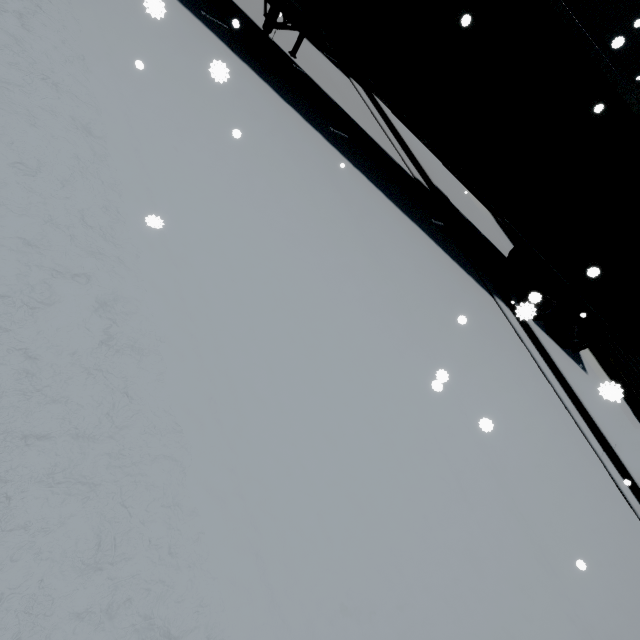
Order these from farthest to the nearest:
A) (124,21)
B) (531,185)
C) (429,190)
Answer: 1. (429,190)
2. (531,185)
3. (124,21)

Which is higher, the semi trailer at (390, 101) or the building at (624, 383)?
the semi trailer at (390, 101)

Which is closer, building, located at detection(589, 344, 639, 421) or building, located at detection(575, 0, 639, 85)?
building, located at detection(575, 0, 639, 85)

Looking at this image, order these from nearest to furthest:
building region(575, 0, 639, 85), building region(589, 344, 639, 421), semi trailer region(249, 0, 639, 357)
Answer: semi trailer region(249, 0, 639, 357)
building region(575, 0, 639, 85)
building region(589, 344, 639, 421)

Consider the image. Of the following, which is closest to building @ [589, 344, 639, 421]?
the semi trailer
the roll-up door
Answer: the roll-up door

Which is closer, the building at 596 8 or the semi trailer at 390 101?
the semi trailer at 390 101

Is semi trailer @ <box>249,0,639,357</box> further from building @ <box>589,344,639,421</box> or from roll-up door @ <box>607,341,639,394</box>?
building @ <box>589,344,639,421</box>
